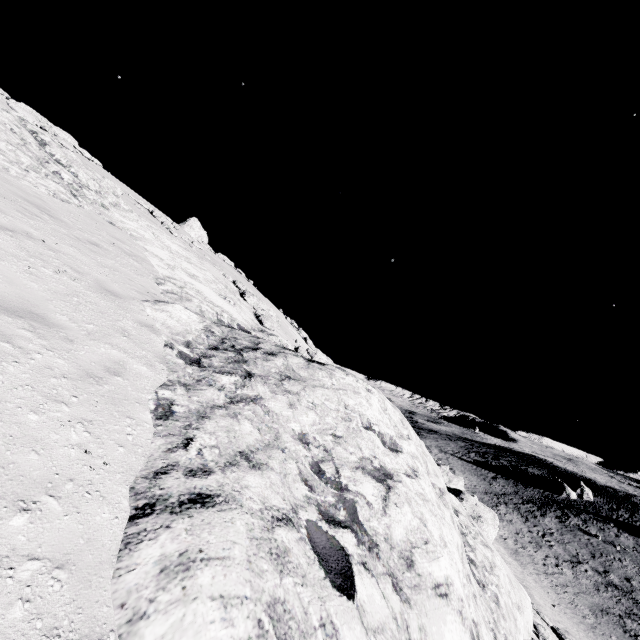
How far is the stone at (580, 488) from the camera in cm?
5309

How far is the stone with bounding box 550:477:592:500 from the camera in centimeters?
5309cm

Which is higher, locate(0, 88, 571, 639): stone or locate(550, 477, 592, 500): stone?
locate(0, 88, 571, 639): stone

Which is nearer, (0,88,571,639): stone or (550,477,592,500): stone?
(0,88,571,639): stone

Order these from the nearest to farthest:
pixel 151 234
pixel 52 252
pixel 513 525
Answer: pixel 52 252
pixel 151 234
pixel 513 525

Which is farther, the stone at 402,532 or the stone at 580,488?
the stone at 580,488
